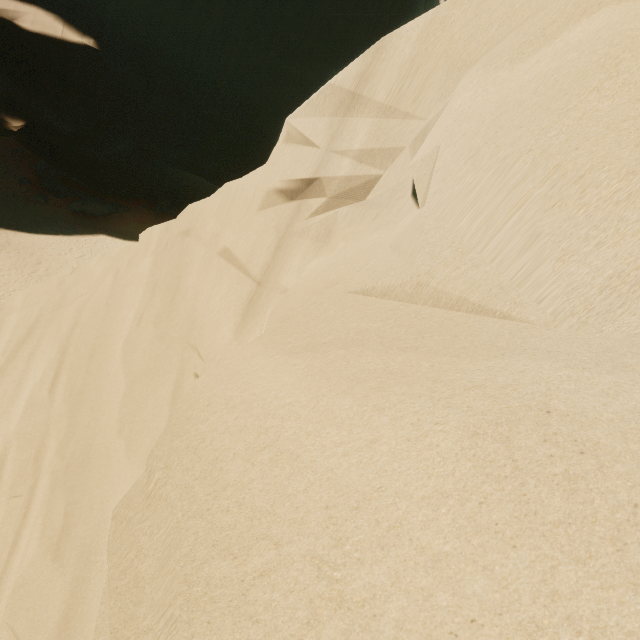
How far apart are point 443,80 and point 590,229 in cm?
315
